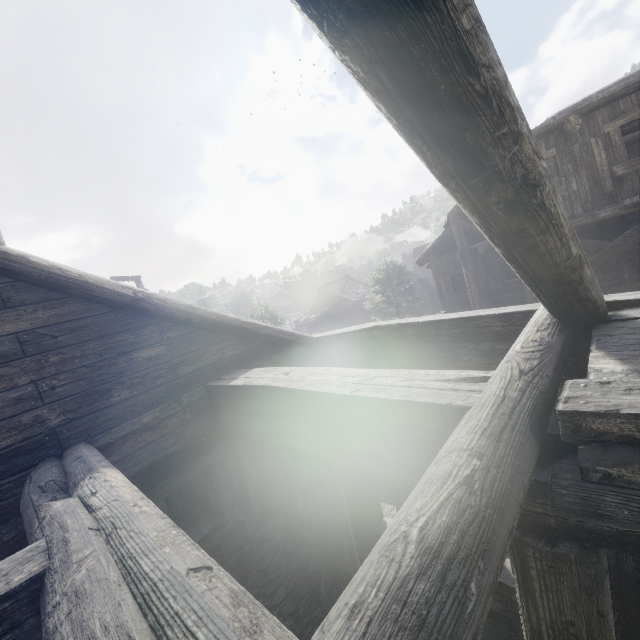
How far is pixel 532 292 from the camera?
2.9 meters
